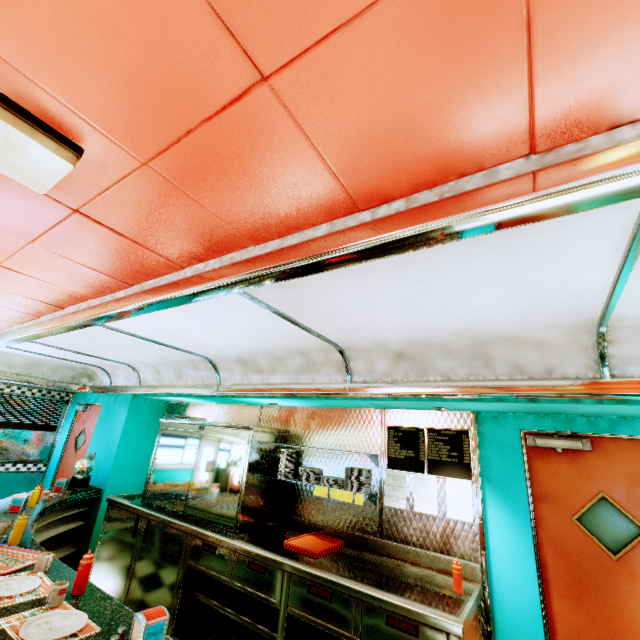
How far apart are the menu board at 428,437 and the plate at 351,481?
0.2m

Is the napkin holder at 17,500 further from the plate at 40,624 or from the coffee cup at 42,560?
the plate at 40,624

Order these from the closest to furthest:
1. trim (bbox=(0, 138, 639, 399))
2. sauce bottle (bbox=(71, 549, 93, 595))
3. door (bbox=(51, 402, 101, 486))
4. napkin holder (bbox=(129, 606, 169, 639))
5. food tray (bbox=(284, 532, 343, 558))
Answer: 1. trim (bbox=(0, 138, 639, 399))
2. napkin holder (bbox=(129, 606, 169, 639))
3. sauce bottle (bbox=(71, 549, 93, 595))
4. food tray (bbox=(284, 532, 343, 558))
5. door (bbox=(51, 402, 101, 486))

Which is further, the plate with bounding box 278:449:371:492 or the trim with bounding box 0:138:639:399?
the plate with bounding box 278:449:371:492

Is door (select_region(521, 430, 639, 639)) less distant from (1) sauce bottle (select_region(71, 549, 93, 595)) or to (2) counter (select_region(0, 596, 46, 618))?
(2) counter (select_region(0, 596, 46, 618))

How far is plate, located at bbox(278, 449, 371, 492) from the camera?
3.49m

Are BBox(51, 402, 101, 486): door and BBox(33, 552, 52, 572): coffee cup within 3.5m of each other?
no

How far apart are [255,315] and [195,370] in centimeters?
250cm
